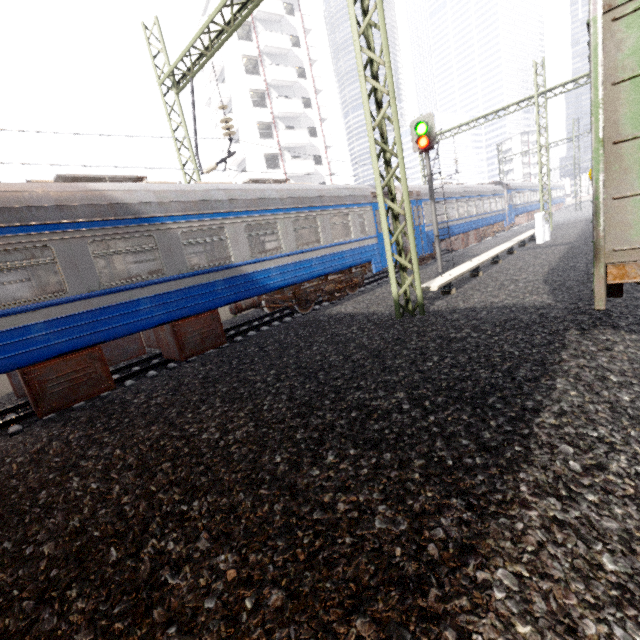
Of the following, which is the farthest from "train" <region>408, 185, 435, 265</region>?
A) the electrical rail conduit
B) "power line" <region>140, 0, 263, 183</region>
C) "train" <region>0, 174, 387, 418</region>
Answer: "power line" <region>140, 0, 263, 183</region>

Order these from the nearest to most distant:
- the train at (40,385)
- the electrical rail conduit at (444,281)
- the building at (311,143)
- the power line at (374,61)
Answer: the train at (40,385), the power line at (374,61), the electrical rail conduit at (444,281), the building at (311,143)

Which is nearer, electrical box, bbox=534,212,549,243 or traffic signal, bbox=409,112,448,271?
traffic signal, bbox=409,112,448,271

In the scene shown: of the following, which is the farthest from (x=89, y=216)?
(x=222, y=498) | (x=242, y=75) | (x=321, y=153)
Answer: (x=321, y=153)

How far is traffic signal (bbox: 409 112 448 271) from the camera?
12.0 meters

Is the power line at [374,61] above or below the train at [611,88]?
above

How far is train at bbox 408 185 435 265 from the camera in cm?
1518

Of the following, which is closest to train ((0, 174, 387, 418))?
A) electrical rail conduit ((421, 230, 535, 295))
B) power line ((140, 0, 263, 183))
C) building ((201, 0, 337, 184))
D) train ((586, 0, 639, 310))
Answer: power line ((140, 0, 263, 183))
